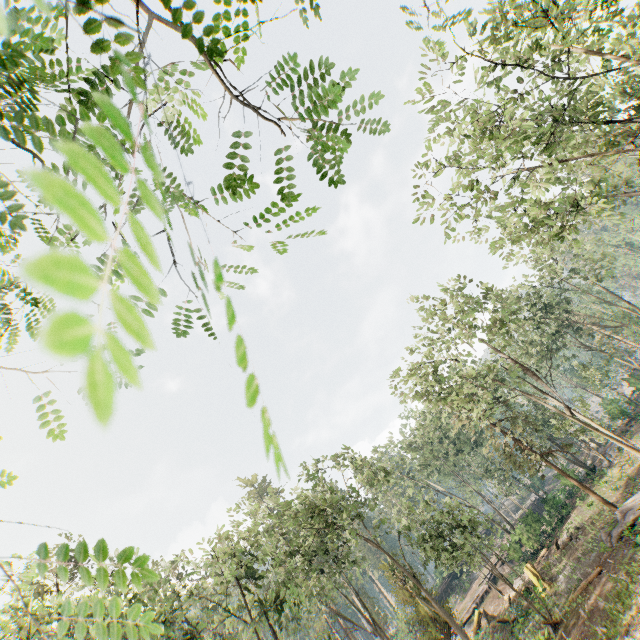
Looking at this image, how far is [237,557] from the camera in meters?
22.1

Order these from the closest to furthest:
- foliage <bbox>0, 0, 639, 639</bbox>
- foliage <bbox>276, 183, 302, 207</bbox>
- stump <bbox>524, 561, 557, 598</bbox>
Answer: foliage <bbox>276, 183, 302, 207</bbox>
foliage <bbox>0, 0, 639, 639</bbox>
stump <bbox>524, 561, 557, 598</bbox>

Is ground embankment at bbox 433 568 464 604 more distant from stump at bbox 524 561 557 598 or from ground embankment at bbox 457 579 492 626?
stump at bbox 524 561 557 598

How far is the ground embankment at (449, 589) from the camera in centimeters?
4538cm

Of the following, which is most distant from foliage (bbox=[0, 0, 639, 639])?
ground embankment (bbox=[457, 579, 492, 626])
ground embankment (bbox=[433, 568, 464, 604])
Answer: ground embankment (bbox=[433, 568, 464, 604])

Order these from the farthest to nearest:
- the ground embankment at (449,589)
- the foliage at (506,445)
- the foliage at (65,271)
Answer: the ground embankment at (449,589) < the foliage at (506,445) < the foliage at (65,271)

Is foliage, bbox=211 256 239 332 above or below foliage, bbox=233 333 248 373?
above

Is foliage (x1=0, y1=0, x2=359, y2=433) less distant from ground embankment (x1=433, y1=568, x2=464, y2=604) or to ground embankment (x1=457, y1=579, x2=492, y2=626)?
ground embankment (x1=457, y1=579, x2=492, y2=626)
